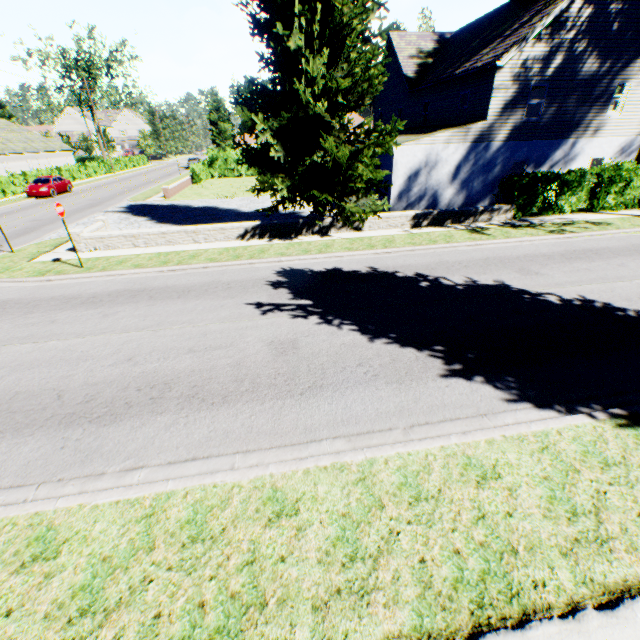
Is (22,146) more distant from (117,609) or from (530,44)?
(117,609)

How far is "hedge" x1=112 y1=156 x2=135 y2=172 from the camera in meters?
51.9 m

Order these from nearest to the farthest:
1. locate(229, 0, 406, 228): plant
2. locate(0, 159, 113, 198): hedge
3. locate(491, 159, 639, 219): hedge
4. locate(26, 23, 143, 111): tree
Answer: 1. locate(229, 0, 406, 228): plant
2. locate(491, 159, 639, 219): hedge
3. locate(0, 159, 113, 198): hedge
4. locate(26, 23, 143, 111): tree

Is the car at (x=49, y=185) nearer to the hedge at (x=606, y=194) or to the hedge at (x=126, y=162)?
the hedge at (x=126, y=162)

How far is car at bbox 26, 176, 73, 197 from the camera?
28.2m

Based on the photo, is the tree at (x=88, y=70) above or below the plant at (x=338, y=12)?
above

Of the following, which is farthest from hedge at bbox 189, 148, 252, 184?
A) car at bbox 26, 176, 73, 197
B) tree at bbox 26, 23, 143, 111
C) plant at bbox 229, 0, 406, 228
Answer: car at bbox 26, 176, 73, 197
